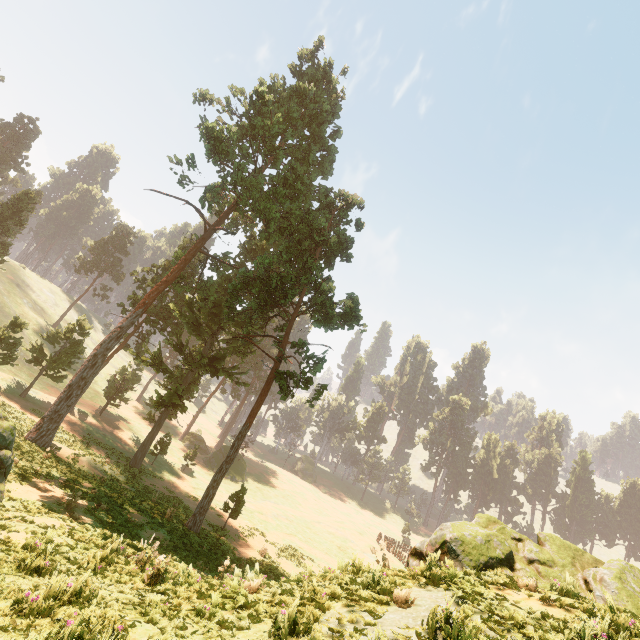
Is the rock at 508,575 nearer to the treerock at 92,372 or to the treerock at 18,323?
the treerock at 92,372

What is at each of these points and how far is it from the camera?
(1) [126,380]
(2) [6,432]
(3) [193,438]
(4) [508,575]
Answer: (1) treerock, 47.41m
(2) treerock, 11.48m
(3) treerock, 55.72m
(4) rock, 7.21m

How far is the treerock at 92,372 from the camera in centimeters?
2338cm

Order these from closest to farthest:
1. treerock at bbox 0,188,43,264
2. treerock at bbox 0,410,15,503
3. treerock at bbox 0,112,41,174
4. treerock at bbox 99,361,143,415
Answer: treerock at bbox 0,410,15,503
treerock at bbox 0,188,43,264
treerock at bbox 99,361,143,415
treerock at bbox 0,112,41,174

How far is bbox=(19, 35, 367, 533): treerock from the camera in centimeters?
2338cm

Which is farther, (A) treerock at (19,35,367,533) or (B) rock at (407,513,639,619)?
(A) treerock at (19,35,367,533)

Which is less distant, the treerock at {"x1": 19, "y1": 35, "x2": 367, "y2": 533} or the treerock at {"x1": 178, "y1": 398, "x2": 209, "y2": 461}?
the treerock at {"x1": 19, "y1": 35, "x2": 367, "y2": 533}
